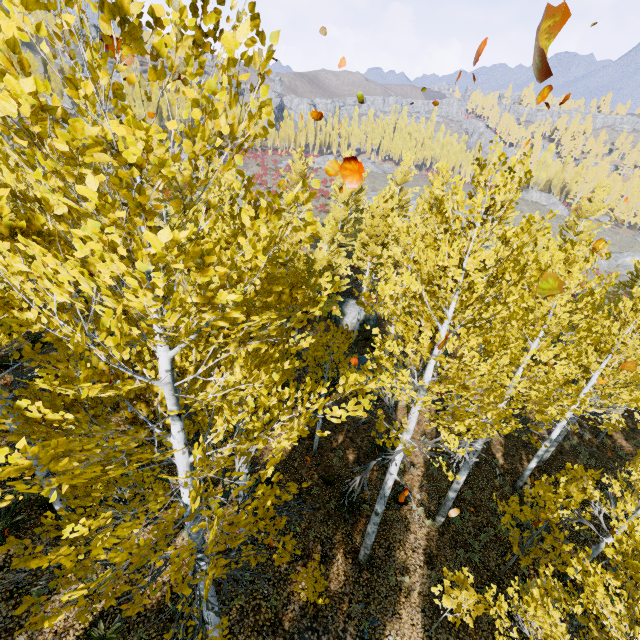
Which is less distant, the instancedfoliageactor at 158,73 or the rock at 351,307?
the instancedfoliageactor at 158,73

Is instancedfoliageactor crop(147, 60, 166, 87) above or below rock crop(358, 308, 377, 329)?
above

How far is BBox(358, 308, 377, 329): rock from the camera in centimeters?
2462cm

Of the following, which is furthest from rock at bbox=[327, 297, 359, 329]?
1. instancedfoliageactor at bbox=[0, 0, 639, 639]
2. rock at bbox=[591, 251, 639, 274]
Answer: rock at bbox=[591, 251, 639, 274]

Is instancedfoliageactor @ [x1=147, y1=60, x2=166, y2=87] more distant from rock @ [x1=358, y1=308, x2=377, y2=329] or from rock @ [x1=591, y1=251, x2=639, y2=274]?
rock @ [x1=591, y1=251, x2=639, y2=274]

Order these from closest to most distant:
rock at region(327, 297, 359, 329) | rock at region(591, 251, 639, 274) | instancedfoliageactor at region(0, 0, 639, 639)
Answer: instancedfoliageactor at region(0, 0, 639, 639) → rock at region(327, 297, 359, 329) → rock at region(591, 251, 639, 274)

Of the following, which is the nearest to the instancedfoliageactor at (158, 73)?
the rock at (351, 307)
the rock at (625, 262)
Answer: the rock at (351, 307)

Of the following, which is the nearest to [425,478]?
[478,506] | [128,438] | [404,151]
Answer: [478,506]
